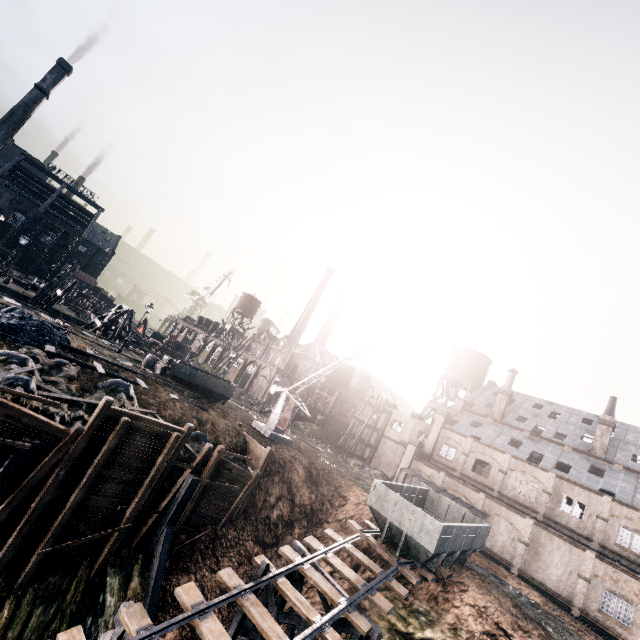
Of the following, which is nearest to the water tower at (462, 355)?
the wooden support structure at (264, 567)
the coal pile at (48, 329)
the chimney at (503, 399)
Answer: the chimney at (503, 399)

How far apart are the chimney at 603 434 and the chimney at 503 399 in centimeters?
947cm

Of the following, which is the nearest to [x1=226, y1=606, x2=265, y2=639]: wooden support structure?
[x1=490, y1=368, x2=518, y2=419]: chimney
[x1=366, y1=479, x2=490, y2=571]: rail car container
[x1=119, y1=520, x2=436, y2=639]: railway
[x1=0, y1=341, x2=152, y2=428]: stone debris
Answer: [x1=119, y1=520, x2=436, y2=639]: railway

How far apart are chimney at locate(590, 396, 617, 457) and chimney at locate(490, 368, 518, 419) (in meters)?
9.47

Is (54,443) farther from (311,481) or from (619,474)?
(619,474)

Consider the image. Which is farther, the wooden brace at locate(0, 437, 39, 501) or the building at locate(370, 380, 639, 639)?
the building at locate(370, 380, 639, 639)

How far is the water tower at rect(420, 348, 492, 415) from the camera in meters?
57.3

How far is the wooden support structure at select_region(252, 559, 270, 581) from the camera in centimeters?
1462cm
